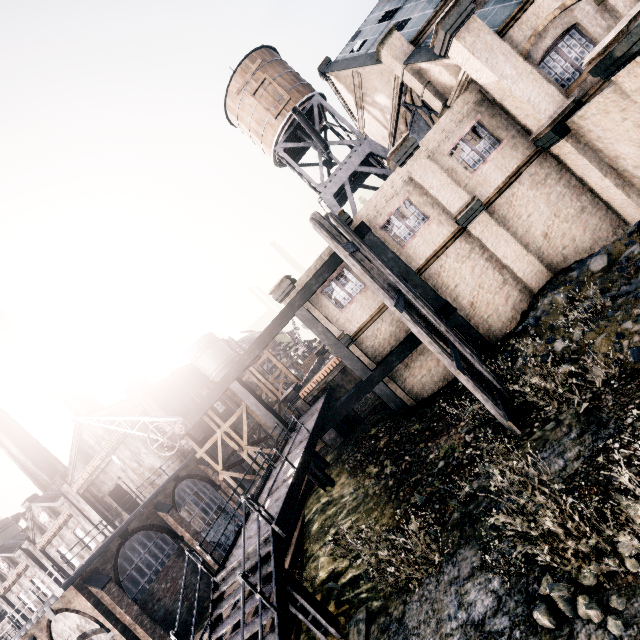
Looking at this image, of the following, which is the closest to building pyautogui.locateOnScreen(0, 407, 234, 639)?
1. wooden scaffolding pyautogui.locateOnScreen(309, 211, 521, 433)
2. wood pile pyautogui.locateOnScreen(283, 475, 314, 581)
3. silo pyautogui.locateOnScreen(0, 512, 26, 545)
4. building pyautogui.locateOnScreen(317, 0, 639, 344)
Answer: wood pile pyautogui.locateOnScreen(283, 475, 314, 581)

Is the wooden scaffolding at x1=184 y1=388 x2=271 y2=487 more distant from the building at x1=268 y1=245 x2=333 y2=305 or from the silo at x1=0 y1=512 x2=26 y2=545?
the silo at x1=0 y1=512 x2=26 y2=545

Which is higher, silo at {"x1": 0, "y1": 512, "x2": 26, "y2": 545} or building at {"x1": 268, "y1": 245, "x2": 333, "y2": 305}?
silo at {"x1": 0, "y1": 512, "x2": 26, "y2": 545}

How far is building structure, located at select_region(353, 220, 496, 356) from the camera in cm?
1648

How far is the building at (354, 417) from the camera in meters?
22.4

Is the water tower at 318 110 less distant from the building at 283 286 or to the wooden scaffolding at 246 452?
the building at 283 286

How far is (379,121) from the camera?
27.5m

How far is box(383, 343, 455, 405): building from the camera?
17.7m
